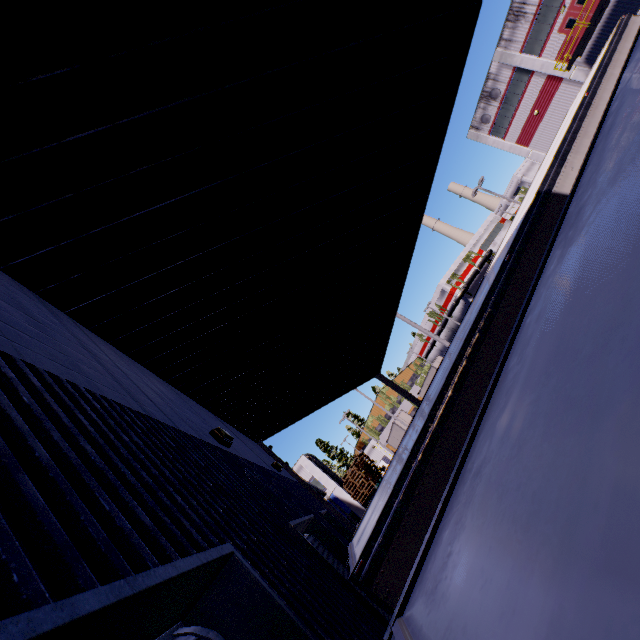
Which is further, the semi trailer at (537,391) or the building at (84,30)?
the building at (84,30)

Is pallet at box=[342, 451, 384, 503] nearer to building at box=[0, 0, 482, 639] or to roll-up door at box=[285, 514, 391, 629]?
building at box=[0, 0, 482, 639]

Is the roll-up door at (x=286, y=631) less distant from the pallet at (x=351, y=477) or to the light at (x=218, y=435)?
the light at (x=218, y=435)

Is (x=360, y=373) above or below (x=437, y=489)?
above

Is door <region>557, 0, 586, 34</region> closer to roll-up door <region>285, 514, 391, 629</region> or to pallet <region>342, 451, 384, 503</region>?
pallet <region>342, 451, 384, 503</region>

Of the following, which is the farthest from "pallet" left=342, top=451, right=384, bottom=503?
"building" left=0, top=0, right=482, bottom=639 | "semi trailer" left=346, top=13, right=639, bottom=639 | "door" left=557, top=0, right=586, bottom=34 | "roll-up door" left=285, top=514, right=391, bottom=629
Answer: "door" left=557, top=0, right=586, bottom=34

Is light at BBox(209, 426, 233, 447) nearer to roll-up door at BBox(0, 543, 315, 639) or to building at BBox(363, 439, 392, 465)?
building at BBox(363, 439, 392, 465)

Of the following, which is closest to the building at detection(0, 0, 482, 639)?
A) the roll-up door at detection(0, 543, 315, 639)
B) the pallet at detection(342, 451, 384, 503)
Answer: the roll-up door at detection(0, 543, 315, 639)
